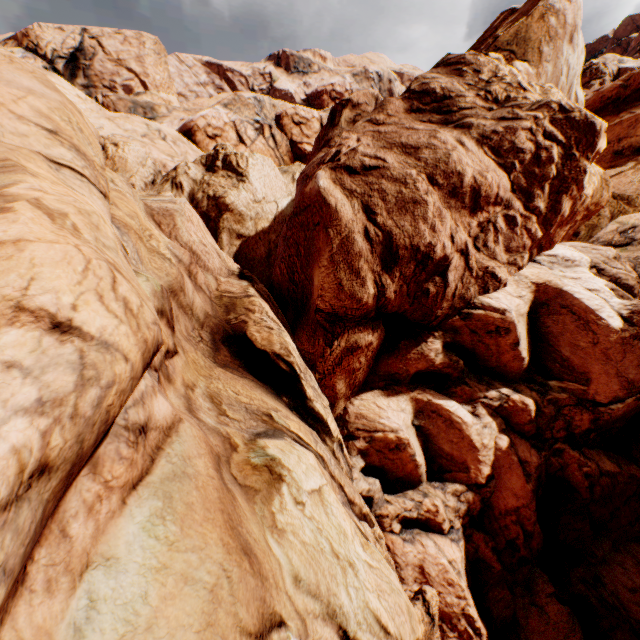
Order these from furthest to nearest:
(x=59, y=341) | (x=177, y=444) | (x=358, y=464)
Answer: (x=358, y=464) → (x=177, y=444) → (x=59, y=341)
